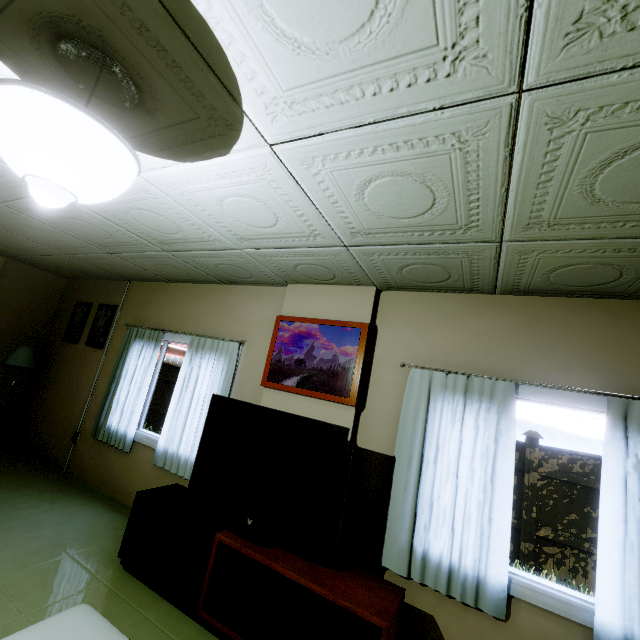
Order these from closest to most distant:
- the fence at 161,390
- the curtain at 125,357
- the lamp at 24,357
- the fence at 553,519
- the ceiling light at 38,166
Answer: the ceiling light at 38,166, the curtain at 125,357, the lamp at 24,357, the fence at 553,519, the fence at 161,390

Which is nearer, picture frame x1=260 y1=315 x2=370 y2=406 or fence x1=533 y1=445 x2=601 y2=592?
picture frame x1=260 y1=315 x2=370 y2=406

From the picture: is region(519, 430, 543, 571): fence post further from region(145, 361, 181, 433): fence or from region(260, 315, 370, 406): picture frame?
region(260, 315, 370, 406): picture frame

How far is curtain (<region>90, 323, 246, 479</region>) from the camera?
3.6 meters

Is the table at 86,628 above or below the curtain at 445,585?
below

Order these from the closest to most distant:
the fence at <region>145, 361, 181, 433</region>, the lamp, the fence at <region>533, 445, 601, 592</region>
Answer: the lamp, the fence at <region>533, 445, 601, 592</region>, the fence at <region>145, 361, 181, 433</region>

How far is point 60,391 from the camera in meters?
5.0

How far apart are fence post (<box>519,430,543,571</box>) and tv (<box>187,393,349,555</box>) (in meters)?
5.50
